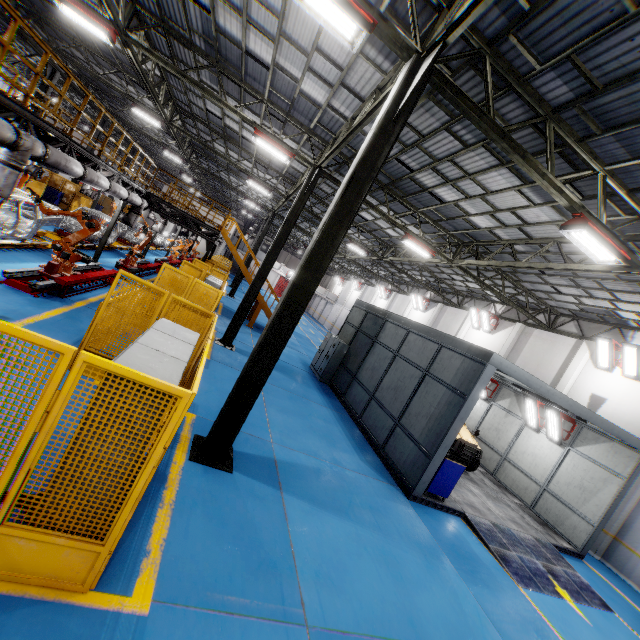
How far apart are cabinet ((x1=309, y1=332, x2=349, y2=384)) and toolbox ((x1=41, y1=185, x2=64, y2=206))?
23.8m

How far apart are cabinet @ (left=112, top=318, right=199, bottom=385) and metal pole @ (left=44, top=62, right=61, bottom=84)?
23.43m

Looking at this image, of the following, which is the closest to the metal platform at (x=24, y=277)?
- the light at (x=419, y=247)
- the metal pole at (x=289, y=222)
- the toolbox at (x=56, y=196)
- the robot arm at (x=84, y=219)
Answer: the robot arm at (x=84, y=219)

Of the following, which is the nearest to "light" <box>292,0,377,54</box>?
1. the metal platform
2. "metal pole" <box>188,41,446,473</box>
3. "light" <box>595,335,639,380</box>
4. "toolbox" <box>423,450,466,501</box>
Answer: "metal pole" <box>188,41,446,473</box>

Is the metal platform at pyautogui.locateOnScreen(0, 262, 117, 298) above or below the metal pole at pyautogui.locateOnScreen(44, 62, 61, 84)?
below

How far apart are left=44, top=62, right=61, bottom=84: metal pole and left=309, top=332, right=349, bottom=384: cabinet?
21.3 meters

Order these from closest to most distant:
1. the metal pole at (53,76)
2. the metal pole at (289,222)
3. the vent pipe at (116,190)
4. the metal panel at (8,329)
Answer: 1. the metal panel at (8,329)
2. the vent pipe at (116,190)
3. the metal pole at (289,222)
4. the metal pole at (53,76)

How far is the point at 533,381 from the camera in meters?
8.9
